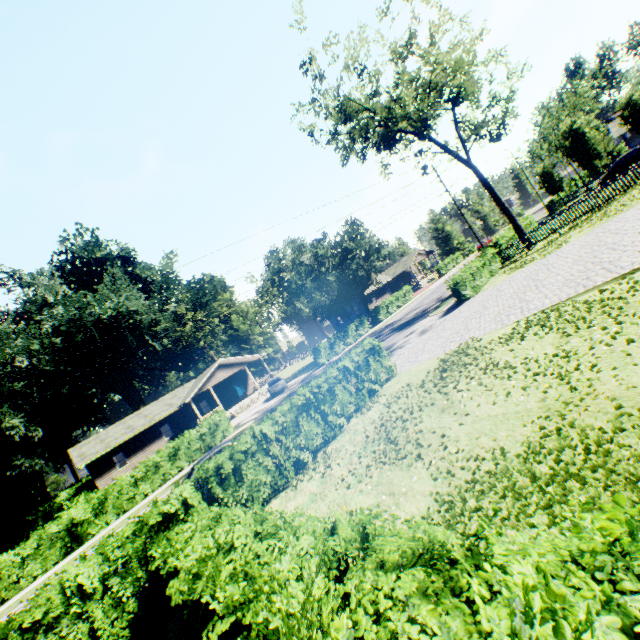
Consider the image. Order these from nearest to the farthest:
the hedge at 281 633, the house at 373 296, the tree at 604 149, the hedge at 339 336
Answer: the hedge at 281 633 → the hedge at 339 336 → the tree at 604 149 → the house at 373 296

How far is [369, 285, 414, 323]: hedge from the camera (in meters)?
42.03

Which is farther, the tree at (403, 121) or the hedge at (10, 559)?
the tree at (403, 121)

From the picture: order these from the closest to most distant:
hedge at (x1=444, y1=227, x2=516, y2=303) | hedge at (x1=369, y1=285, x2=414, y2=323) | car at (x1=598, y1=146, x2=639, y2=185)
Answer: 1. hedge at (x1=444, y1=227, x2=516, y2=303)
2. car at (x1=598, y1=146, x2=639, y2=185)
3. hedge at (x1=369, y1=285, x2=414, y2=323)

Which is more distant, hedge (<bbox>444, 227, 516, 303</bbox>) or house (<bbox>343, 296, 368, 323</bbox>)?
house (<bbox>343, 296, 368, 323</bbox>)

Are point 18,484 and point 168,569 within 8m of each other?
no

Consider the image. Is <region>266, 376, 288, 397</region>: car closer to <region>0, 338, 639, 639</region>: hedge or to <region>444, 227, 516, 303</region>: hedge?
<region>444, 227, 516, 303</region>: hedge

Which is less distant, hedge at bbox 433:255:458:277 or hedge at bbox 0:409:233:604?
hedge at bbox 0:409:233:604
